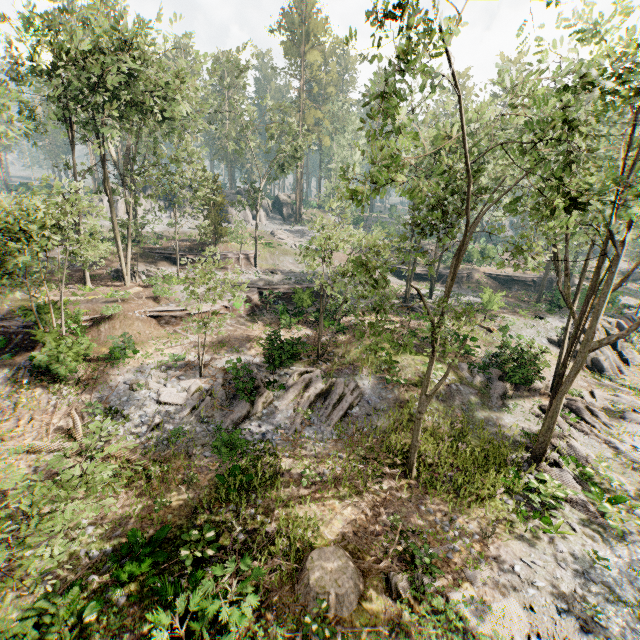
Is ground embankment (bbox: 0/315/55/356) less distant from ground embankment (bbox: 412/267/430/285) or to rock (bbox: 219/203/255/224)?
rock (bbox: 219/203/255/224)

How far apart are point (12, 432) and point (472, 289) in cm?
4554

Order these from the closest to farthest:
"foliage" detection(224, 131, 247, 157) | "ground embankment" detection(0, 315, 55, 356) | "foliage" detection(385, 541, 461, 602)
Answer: "foliage" detection(385, 541, 461, 602)
"ground embankment" detection(0, 315, 55, 356)
"foliage" detection(224, 131, 247, 157)

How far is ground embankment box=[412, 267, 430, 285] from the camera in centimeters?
4420cm

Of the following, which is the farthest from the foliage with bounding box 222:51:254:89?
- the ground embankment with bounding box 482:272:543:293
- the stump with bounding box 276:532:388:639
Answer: the stump with bounding box 276:532:388:639

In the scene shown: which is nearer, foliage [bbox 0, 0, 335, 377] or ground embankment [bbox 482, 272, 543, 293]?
foliage [bbox 0, 0, 335, 377]

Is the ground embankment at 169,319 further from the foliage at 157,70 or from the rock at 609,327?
the rock at 609,327

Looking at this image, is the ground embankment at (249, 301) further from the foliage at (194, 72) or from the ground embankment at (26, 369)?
the ground embankment at (26, 369)
